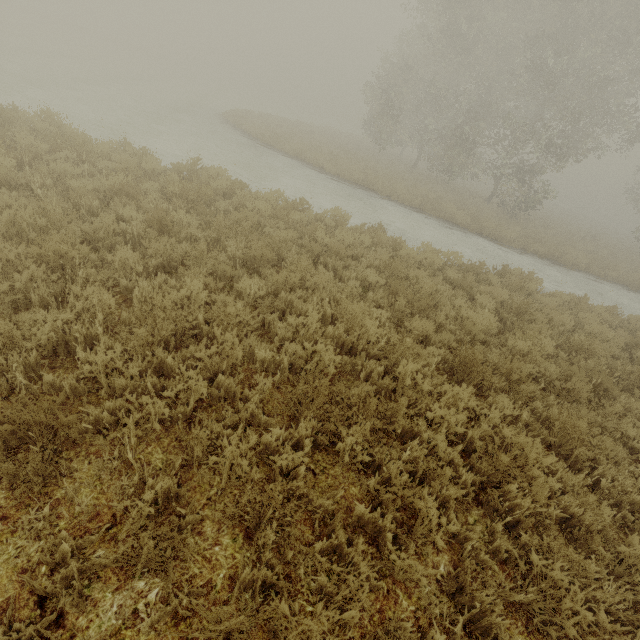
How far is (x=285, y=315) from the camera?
5.23m
